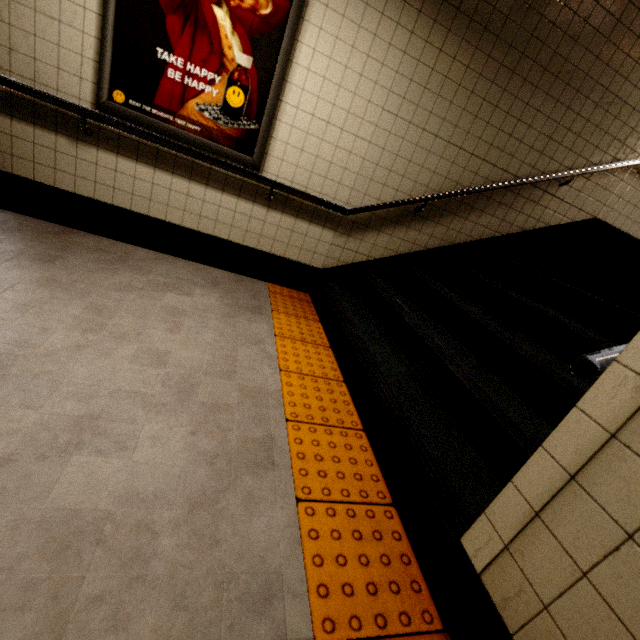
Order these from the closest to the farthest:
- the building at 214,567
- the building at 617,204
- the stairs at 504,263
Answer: the building at 214,567 < the stairs at 504,263 < the building at 617,204

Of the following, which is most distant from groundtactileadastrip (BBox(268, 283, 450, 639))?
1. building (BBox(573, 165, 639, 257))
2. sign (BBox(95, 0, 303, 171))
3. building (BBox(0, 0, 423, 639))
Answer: building (BBox(573, 165, 639, 257))

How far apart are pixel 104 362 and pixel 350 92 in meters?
2.8

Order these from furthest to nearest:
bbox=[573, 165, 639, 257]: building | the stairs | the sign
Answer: bbox=[573, 165, 639, 257]: building, the sign, the stairs

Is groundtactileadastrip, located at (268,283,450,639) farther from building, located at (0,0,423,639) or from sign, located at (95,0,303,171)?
sign, located at (95,0,303,171)

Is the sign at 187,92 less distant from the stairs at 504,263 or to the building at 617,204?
the stairs at 504,263

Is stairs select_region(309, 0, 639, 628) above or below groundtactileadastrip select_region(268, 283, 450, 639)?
above

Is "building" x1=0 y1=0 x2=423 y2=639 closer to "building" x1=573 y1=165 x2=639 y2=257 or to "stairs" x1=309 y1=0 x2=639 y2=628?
"stairs" x1=309 y1=0 x2=639 y2=628
